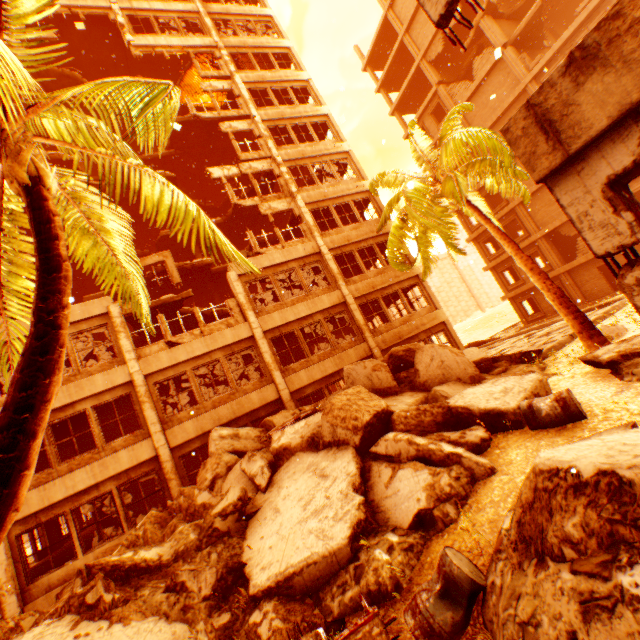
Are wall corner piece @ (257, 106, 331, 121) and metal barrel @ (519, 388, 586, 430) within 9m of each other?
no

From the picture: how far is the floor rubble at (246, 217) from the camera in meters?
21.2

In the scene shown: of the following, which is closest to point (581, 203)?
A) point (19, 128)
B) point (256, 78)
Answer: point (19, 128)

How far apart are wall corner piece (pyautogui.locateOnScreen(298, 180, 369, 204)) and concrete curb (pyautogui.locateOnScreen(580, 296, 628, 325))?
12.46m

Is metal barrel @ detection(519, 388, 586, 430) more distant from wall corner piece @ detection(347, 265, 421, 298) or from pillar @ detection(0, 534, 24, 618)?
pillar @ detection(0, 534, 24, 618)

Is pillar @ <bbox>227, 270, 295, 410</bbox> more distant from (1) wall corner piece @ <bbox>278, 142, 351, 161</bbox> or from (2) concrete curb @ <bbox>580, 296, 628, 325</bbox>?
(2) concrete curb @ <bbox>580, 296, 628, 325</bbox>

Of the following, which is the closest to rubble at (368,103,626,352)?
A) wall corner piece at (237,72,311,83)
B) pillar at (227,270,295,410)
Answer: pillar at (227,270,295,410)

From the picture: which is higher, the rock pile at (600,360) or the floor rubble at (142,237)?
the floor rubble at (142,237)
